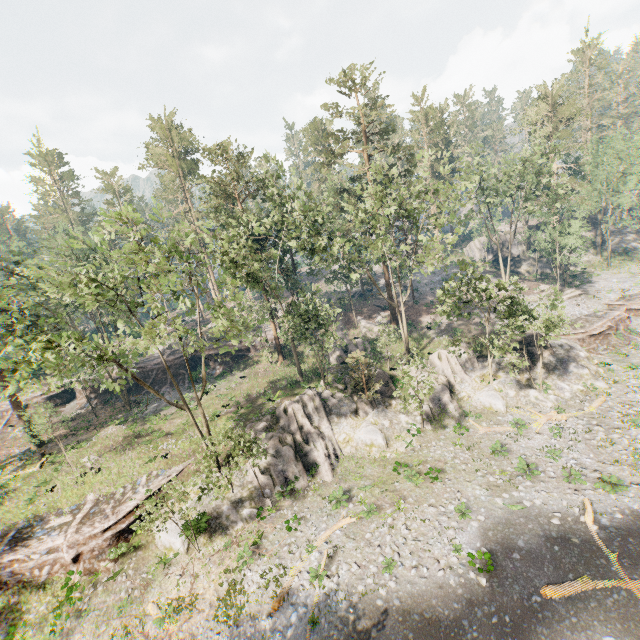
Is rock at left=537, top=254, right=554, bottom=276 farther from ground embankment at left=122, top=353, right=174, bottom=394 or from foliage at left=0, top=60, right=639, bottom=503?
ground embankment at left=122, top=353, right=174, bottom=394

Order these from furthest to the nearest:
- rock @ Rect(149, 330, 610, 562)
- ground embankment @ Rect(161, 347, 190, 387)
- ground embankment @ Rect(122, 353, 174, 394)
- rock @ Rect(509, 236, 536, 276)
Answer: rock @ Rect(509, 236, 536, 276), ground embankment @ Rect(161, 347, 190, 387), ground embankment @ Rect(122, 353, 174, 394), rock @ Rect(149, 330, 610, 562)

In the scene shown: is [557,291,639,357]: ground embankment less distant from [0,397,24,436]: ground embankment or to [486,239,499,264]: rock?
[486,239,499,264]: rock

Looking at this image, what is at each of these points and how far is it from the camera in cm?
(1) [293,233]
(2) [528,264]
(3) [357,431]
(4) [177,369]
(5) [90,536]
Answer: (1) foliage, 2577
(2) rock, 5541
(3) rock, 2722
(4) ground embankment, 4275
(5) ground embankment, 2066

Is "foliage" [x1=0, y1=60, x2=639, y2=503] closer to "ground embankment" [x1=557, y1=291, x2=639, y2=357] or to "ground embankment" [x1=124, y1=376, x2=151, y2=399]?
"ground embankment" [x1=124, y1=376, x2=151, y2=399]

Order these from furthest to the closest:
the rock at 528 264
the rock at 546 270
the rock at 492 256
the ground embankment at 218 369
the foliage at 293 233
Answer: the rock at 492 256 → the rock at 528 264 → the rock at 546 270 → the ground embankment at 218 369 → the foliage at 293 233

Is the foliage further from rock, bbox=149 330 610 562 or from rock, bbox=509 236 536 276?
rock, bbox=509 236 536 276

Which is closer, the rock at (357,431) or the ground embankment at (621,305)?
the rock at (357,431)
